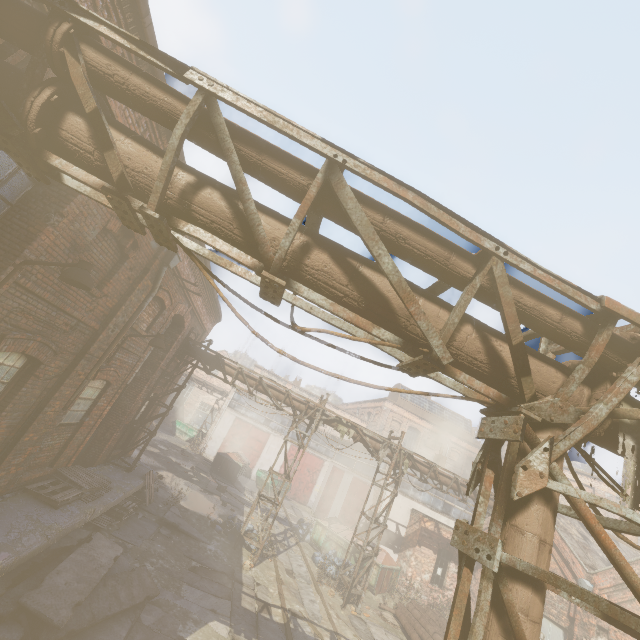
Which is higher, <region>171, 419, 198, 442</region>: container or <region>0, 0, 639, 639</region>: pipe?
<region>0, 0, 639, 639</region>: pipe

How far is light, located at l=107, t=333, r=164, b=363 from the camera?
8.40m

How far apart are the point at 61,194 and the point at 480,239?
5.9 meters

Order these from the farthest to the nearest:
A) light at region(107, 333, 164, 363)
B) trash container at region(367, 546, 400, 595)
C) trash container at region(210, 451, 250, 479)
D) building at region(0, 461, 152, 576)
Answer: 1. trash container at region(210, 451, 250, 479)
2. trash container at region(367, 546, 400, 595)
3. light at region(107, 333, 164, 363)
4. building at region(0, 461, 152, 576)

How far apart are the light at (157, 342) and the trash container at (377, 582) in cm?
1474

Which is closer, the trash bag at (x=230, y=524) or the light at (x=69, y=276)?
the light at (x=69, y=276)

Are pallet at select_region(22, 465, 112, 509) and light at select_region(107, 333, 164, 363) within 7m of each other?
yes

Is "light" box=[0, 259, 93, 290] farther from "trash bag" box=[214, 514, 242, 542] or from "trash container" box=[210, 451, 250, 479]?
"trash container" box=[210, 451, 250, 479]
